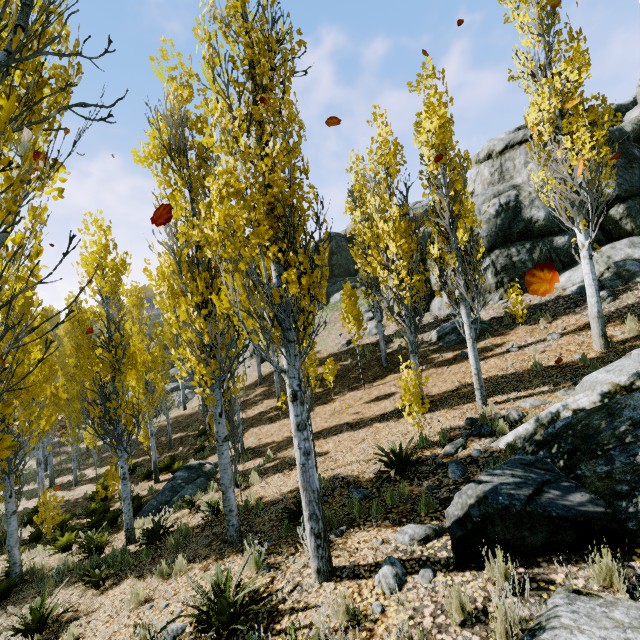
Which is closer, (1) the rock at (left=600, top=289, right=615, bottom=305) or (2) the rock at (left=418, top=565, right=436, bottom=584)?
(2) the rock at (left=418, top=565, right=436, bottom=584)

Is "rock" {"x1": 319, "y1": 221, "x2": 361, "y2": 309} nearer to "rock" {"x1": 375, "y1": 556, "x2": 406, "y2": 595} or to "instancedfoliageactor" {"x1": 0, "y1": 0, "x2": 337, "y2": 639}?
"instancedfoliageactor" {"x1": 0, "y1": 0, "x2": 337, "y2": 639}

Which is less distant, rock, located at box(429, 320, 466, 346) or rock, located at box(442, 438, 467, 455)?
rock, located at box(442, 438, 467, 455)

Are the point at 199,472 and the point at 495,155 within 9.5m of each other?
no

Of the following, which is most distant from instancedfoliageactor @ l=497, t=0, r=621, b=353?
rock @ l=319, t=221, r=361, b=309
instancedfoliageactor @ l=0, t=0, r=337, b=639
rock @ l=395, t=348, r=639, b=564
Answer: rock @ l=319, t=221, r=361, b=309

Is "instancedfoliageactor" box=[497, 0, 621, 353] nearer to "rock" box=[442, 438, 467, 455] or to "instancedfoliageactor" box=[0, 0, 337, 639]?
"rock" box=[442, 438, 467, 455]

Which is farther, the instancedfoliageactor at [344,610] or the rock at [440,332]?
the rock at [440,332]

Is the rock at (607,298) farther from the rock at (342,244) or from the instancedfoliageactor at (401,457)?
the rock at (342,244)
